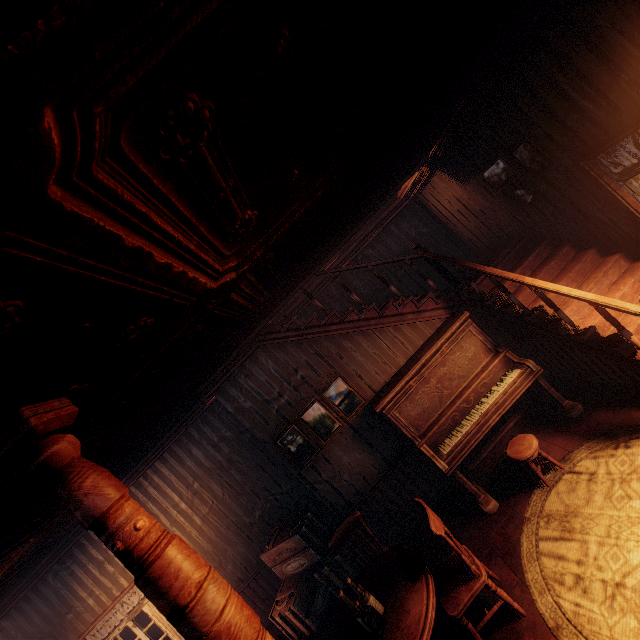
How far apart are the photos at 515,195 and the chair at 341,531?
5.0m

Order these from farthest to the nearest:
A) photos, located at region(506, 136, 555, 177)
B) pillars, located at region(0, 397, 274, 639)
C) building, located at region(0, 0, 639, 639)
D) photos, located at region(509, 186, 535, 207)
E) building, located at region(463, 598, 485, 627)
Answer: photos, located at region(509, 186, 535, 207), photos, located at region(506, 136, 555, 177), building, located at region(463, 598, 485, 627), pillars, located at region(0, 397, 274, 639), building, located at region(0, 0, 639, 639)

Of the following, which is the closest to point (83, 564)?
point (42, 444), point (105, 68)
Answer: point (42, 444)

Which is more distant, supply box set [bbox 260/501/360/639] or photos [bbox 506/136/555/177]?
supply box set [bbox 260/501/360/639]

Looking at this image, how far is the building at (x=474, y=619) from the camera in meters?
3.3 m

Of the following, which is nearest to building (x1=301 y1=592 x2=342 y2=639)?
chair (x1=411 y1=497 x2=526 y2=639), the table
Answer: chair (x1=411 y1=497 x2=526 y2=639)

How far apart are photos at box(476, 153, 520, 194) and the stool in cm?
332

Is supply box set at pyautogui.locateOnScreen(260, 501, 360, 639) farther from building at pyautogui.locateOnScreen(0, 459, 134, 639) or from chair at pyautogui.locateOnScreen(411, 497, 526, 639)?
chair at pyautogui.locateOnScreen(411, 497, 526, 639)
